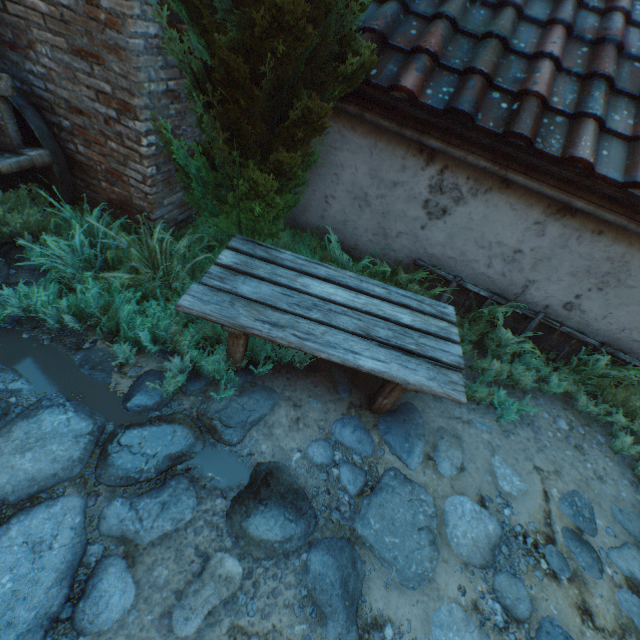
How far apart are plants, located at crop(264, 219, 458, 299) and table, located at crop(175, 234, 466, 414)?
0.5m

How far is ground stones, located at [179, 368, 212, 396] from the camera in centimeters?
263cm

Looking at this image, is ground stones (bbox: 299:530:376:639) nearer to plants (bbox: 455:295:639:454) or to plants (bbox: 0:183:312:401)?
plants (bbox: 0:183:312:401)

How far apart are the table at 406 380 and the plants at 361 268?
0.5m

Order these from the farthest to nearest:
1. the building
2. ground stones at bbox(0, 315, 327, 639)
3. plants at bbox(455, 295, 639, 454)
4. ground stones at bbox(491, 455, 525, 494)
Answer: plants at bbox(455, 295, 639, 454) → ground stones at bbox(491, 455, 525, 494) → the building → ground stones at bbox(0, 315, 327, 639)

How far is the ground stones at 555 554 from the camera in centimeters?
242cm

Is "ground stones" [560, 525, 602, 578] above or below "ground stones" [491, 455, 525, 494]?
below

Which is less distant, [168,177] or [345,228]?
[168,177]
